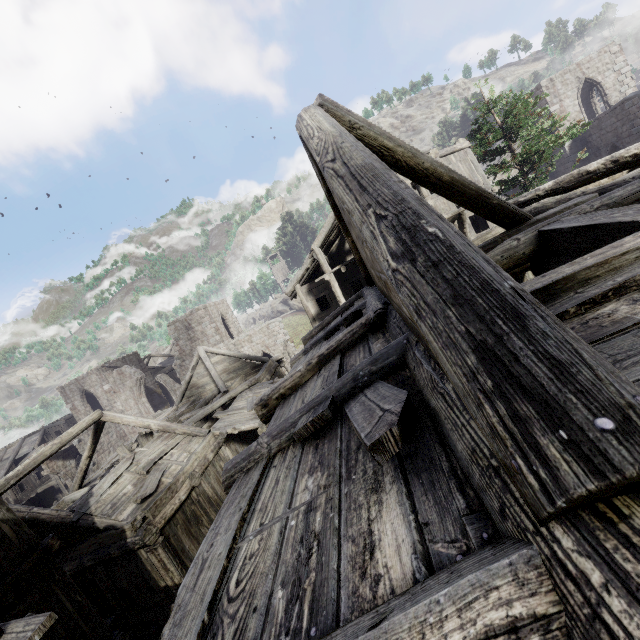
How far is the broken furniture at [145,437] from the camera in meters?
15.5

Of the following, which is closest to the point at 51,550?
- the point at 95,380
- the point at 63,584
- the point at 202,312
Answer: the point at 63,584

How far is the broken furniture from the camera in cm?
1554

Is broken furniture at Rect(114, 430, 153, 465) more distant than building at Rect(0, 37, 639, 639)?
Yes

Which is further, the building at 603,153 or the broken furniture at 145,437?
the broken furniture at 145,437
